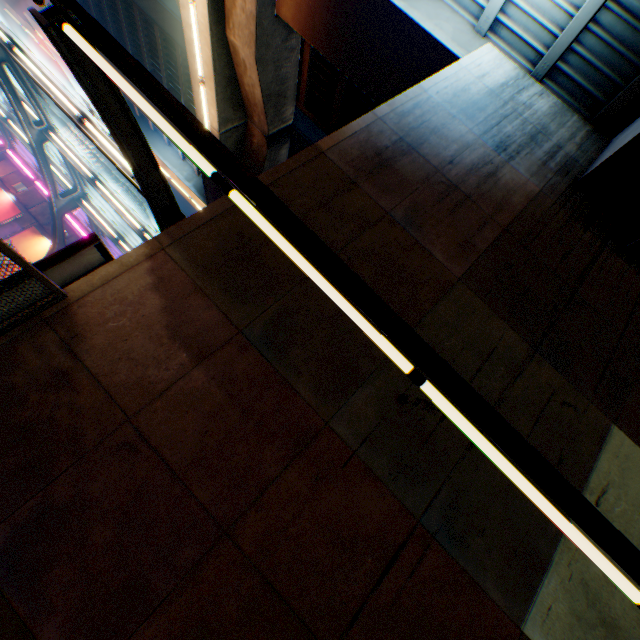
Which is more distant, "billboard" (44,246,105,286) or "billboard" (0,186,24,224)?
"billboard" (0,186,24,224)

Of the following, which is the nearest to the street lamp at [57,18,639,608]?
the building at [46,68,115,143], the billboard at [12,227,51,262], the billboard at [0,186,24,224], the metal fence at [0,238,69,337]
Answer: the metal fence at [0,238,69,337]

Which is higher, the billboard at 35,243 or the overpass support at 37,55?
the overpass support at 37,55

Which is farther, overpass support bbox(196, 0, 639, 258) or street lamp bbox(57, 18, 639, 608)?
overpass support bbox(196, 0, 639, 258)

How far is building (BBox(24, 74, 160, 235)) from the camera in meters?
40.5

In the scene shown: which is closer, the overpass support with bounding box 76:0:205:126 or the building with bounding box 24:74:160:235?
the overpass support with bounding box 76:0:205:126

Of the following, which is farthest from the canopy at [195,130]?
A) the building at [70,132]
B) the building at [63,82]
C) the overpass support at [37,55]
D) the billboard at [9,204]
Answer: the building at [63,82]

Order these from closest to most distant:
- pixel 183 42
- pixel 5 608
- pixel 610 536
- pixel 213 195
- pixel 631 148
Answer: pixel 610 536 < pixel 5 608 < pixel 631 148 < pixel 183 42 < pixel 213 195
